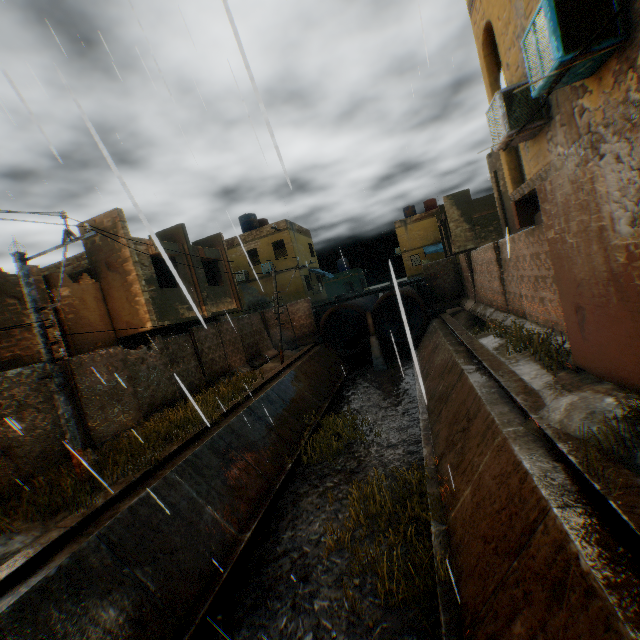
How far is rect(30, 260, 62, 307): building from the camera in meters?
11.3

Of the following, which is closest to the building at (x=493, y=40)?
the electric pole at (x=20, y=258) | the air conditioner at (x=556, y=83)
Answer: the air conditioner at (x=556, y=83)

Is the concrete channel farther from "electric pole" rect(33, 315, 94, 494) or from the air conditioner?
the air conditioner

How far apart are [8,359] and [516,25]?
15.52m

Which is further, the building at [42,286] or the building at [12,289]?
the building at [42,286]

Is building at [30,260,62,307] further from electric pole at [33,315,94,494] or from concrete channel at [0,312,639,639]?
electric pole at [33,315,94,494]

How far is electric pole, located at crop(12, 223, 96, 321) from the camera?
7.4m
